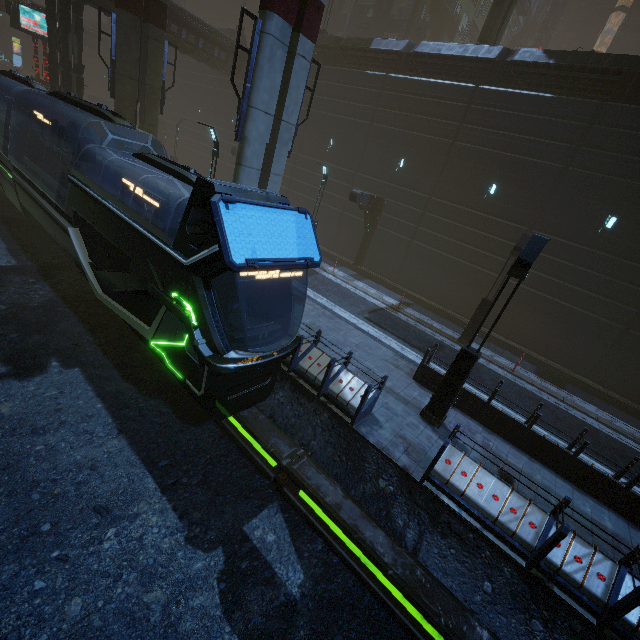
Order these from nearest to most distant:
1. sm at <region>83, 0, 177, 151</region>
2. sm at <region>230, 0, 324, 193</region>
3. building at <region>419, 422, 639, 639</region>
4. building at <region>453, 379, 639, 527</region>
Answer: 1. building at <region>419, 422, 639, 639</region>
2. building at <region>453, 379, 639, 527</region>
3. sm at <region>230, 0, 324, 193</region>
4. sm at <region>83, 0, 177, 151</region>

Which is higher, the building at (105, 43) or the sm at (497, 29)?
the sm at (497, 29)

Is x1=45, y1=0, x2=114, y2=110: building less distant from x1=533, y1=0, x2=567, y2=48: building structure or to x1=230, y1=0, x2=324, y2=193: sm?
x1=230, y1=0, x2=324, y2=193: sm

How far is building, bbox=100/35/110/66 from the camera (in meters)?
41.47

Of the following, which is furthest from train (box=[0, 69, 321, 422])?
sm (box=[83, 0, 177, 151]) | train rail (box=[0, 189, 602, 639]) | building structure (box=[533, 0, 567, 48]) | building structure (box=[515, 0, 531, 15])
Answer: building structure (box=[533, 0, 567, 48])

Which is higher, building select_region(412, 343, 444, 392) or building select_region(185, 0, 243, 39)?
building select_region(185, 0, 243, 39)

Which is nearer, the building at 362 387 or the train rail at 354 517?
the train rail at 354 517

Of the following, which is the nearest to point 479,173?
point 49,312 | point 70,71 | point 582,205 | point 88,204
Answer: point 582,205
